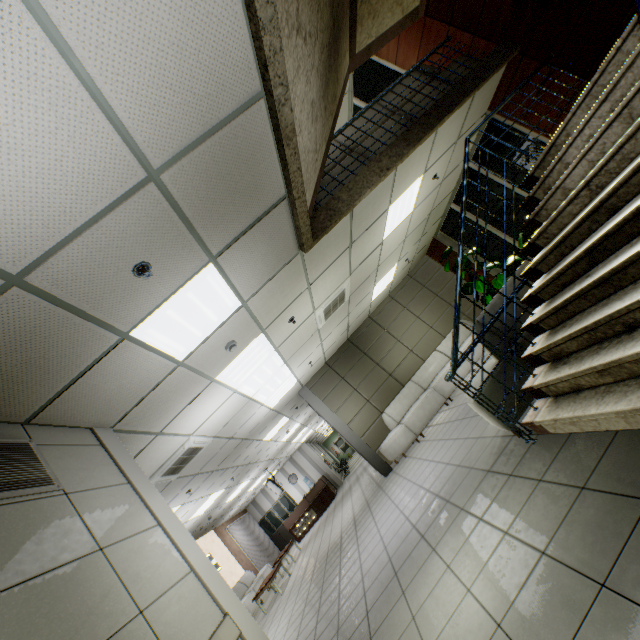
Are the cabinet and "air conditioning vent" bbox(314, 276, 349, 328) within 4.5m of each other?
no

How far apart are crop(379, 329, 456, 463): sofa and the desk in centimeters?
929cm

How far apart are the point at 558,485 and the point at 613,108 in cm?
324

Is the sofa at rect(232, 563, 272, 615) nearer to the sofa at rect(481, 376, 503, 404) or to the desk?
the desk

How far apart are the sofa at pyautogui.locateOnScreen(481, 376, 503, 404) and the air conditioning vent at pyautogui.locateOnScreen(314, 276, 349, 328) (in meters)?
2.75

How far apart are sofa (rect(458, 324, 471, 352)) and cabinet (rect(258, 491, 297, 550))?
12.5 meters

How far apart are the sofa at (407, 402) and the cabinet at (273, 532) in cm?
1250

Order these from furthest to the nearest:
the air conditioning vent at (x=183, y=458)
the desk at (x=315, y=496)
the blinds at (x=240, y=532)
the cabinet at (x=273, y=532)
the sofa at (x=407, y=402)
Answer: the cabinet at (x=273, y=532) < the desk at (x=315, y=496) < the blinds at (x=240, y=532) < the sofa at (x=407, y=402) < the air conditioning vent at (x=183, y=458)
